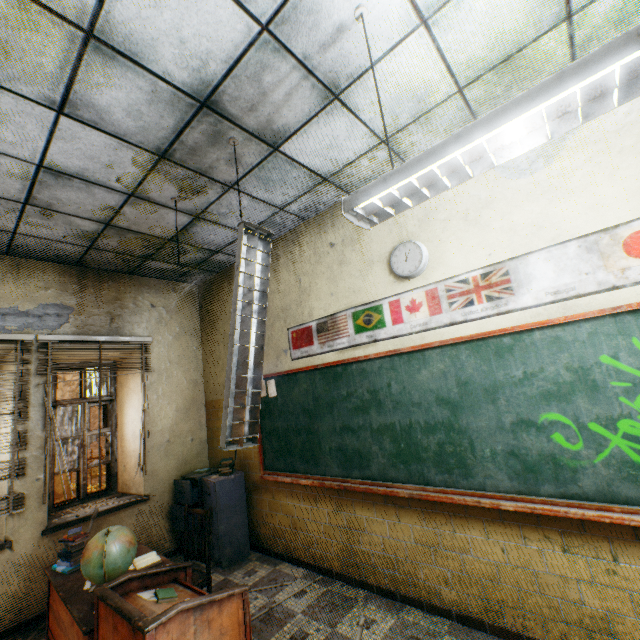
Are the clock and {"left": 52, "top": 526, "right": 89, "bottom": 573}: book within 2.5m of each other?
no

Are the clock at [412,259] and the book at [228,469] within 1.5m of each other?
no

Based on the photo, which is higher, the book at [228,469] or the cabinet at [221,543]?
the book at [228,469]

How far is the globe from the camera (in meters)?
2.24

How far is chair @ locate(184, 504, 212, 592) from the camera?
3.01m

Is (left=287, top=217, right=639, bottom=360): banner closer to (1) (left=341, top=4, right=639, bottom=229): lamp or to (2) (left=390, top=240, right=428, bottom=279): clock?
(2) (left=390, top=240, right=428, bottom=279): clock

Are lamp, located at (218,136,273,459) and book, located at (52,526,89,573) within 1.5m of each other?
no

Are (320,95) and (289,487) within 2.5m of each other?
no
